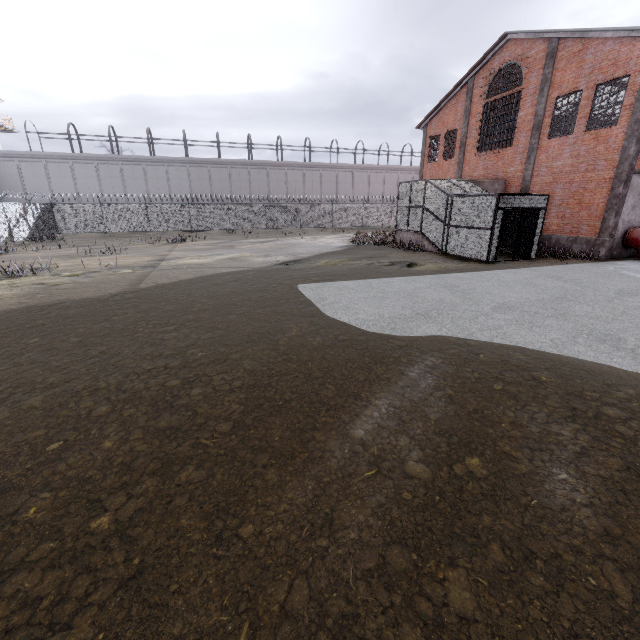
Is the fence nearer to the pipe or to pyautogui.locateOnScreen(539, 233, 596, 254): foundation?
pyautogui.locateOnScreen(539, 233, 596, 254): foundation

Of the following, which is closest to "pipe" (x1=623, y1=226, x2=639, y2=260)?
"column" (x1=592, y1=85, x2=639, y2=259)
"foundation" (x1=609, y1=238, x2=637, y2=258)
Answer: "foundation" (x1=609, y1=238, x2=637, y2=258)

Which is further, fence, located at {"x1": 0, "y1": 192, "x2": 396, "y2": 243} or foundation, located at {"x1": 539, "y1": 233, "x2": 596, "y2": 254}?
fence, located at {"x1": 0, "y1": 192, "x2": 396, "y2": 243}

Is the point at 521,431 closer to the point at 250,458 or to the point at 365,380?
the point at 365,380

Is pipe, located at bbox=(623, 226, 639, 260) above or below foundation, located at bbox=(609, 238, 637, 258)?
above

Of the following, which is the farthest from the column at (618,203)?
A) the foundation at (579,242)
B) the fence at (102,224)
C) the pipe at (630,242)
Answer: the fence at (102,224)

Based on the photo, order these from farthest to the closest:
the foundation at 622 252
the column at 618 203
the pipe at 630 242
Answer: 1. the foundation at 622 252
2. the pipe at 630 242
3. the column at 618 203

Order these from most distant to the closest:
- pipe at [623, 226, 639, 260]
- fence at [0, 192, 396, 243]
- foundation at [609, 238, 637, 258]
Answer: fence at [0, 192, 396, 243] < foundation at [609, 238, 637, 258] < pipe at [623, 226, 639, 260]
